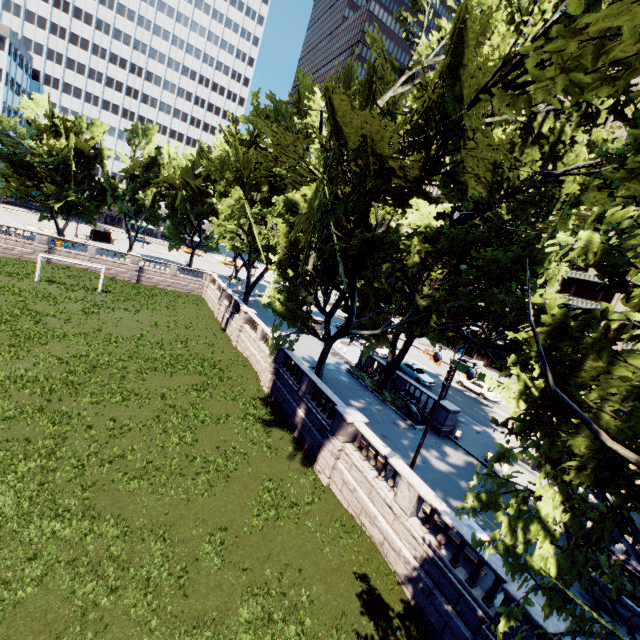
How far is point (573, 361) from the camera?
6.6 meters

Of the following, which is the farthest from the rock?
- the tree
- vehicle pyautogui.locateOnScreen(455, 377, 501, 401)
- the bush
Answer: vehicle pyautogui.locateOnScreen(455, 377, 501, 401)

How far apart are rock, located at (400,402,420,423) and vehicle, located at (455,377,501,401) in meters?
15.4

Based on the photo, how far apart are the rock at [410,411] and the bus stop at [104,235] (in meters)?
61.30

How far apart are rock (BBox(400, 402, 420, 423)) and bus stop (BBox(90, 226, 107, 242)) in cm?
6130

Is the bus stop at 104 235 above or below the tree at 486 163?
below

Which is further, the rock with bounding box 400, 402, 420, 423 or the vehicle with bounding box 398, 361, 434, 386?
the vehicle with bounding box 398, 361, 434, 386

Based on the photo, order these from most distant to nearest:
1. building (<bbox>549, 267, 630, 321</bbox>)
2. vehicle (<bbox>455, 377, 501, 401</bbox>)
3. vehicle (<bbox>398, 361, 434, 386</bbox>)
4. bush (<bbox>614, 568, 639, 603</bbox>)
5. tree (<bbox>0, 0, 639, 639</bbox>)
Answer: building (<bbox>549, 267, 630, 321</bbox>) < vehicle (<bbox>455, 377, 501, 401</bbox>) < vehicle (<bbox>398, 361, 434, 386</bbox>) < bush (<bbox>614, 568, 639, 603</bbox>) < tree (<bbox>0, 0, 639, 639</bbox>)
